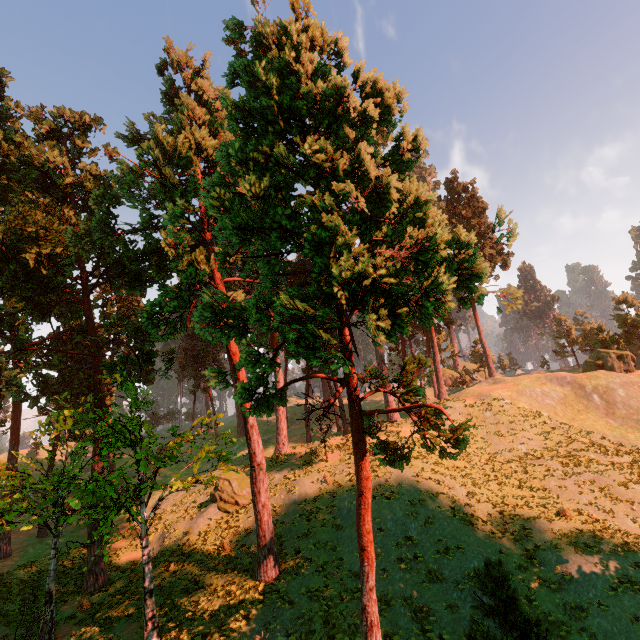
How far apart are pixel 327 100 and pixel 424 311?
6.47m

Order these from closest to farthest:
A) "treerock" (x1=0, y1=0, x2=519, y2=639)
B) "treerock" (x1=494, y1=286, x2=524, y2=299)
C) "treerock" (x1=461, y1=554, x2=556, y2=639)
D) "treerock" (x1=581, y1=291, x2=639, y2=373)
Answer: "treerock" (x1=0, y1=0, x2=519, y2=639) < "treerock" (x1=494, y1=286, x2=524, y2=299) < "treerock" (x1=461, y1=554, x2=556, y2=639) < "treerock" (x1=581, y1=291, x2=639, y2=373)

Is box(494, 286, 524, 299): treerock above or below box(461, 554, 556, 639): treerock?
above

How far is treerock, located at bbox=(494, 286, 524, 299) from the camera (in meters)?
8.61

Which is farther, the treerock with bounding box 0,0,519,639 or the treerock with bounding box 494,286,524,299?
the treerock with bounding box 494,286,524,299

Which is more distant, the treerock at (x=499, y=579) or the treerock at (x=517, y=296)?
the treerock at (x=499, y=579)
